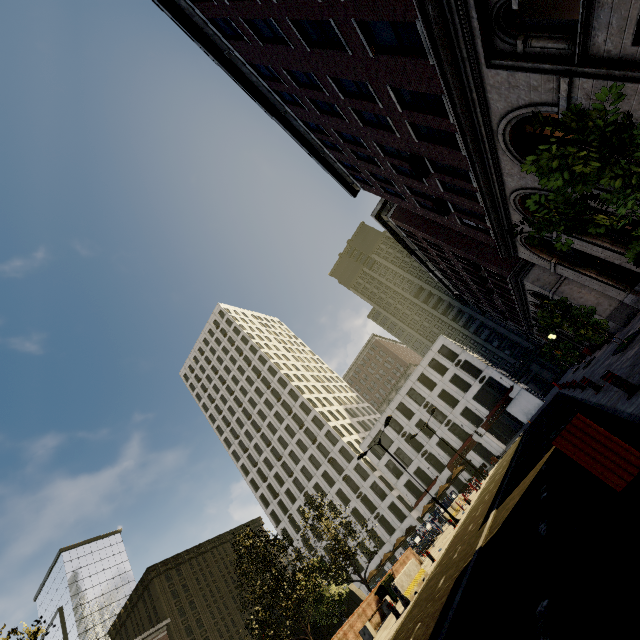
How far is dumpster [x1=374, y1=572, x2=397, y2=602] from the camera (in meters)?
17.67

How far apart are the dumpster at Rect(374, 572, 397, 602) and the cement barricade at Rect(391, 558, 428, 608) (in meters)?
4.44

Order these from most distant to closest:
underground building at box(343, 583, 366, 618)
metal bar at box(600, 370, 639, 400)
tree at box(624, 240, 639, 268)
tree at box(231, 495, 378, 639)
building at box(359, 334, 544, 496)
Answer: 1. building at box(359, 334, 544, 496)
2. underground building at box(343, 583, 366, 618)
3. tree at box(231, 495, 378, 639)
4. metal bar at box(600, 370, 639, 400)
5. tree at box(624, 240, 639, 268)

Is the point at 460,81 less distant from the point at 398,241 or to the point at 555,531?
the point at 555,531

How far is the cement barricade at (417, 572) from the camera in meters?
12.8

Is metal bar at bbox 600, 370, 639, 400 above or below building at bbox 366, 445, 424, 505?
below

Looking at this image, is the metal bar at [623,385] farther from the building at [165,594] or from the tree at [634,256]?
the building at [165,594]

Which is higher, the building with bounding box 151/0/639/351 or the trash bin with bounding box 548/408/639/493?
the building with bounding box 151/0/639/351
